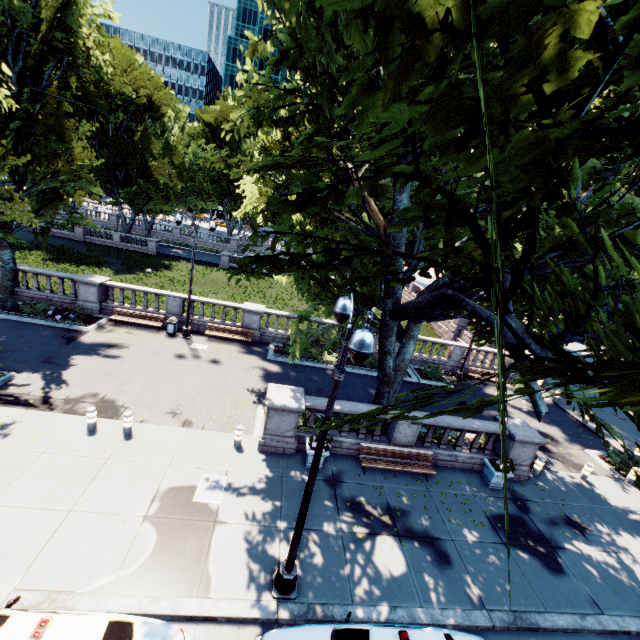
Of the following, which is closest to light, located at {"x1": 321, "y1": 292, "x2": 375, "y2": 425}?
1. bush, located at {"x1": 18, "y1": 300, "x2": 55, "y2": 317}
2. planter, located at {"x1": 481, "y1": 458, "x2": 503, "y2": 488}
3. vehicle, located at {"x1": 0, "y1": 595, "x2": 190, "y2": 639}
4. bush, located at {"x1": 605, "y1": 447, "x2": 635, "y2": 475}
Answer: vehicle, located at {"x1": 0, "y1": 595, "x2": 190, "y2": 639}

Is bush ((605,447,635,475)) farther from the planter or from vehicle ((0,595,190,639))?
vehicle ((0,595,190,639))

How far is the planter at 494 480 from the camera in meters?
12.5

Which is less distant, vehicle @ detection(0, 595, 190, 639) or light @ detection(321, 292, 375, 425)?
light @ detection(321, 292, 375, 425)

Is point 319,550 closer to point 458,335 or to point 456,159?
point 456,159

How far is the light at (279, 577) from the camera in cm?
662

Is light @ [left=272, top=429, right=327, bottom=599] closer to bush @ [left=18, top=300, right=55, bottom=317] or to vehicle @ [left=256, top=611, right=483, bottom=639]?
vehicle @ [left=256, top=611, right=483, bottom=639]

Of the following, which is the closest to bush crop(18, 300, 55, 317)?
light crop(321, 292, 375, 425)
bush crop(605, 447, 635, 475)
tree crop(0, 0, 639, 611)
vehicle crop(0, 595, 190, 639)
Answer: tree crop(0, 0, 639, 611)
